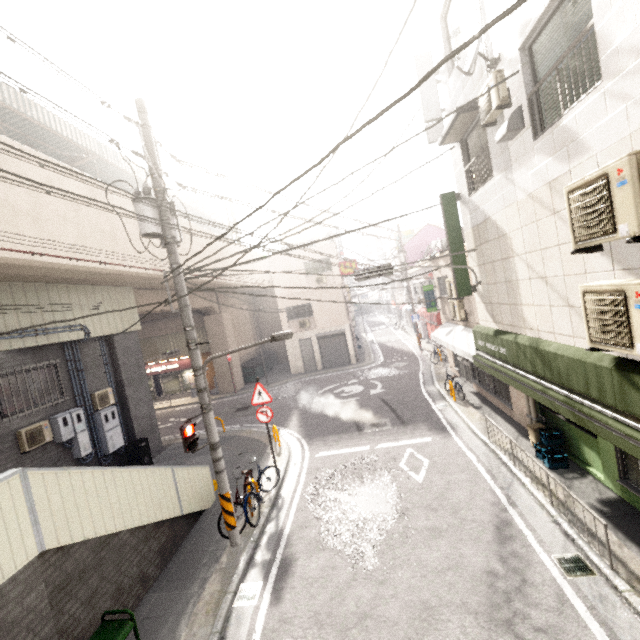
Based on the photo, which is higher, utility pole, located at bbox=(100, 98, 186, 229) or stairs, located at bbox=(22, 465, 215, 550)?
utility pole, located at bbox=(100, 98, 186, 229)

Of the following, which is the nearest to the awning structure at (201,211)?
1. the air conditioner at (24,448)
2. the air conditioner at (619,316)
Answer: the air conditioner at (24,448)

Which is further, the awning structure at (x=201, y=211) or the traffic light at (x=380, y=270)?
the awning structure at (x=201, y=211)

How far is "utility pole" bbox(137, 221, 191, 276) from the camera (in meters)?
6.23

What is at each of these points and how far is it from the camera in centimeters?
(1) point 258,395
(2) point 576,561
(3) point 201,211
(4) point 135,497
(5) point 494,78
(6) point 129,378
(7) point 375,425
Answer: (1) sign, 948cm
(2) storm drain, 521cm
(3) awning structure, 2656cm
(4) stairs, 622cm
(5) air conditioner, 561cm
(6) concrete pillar, 1238cm
(7) manhole, 1214cm

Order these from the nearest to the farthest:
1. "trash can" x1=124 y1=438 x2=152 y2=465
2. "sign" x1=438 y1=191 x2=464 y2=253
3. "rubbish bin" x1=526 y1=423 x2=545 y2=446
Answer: "rubbish bin" x1=526 y1=423 x2=545 y2=446 → "sign" x1=438 y1=191 x2=464 y2=253 → "trash can" x1=124 y1=438 x2=152 y2=465

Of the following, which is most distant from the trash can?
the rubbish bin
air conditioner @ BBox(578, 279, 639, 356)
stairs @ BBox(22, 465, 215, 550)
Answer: air conditioner @ BBox(578, 279, 639, 356)

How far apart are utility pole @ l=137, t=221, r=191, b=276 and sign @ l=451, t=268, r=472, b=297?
6.6 meters
